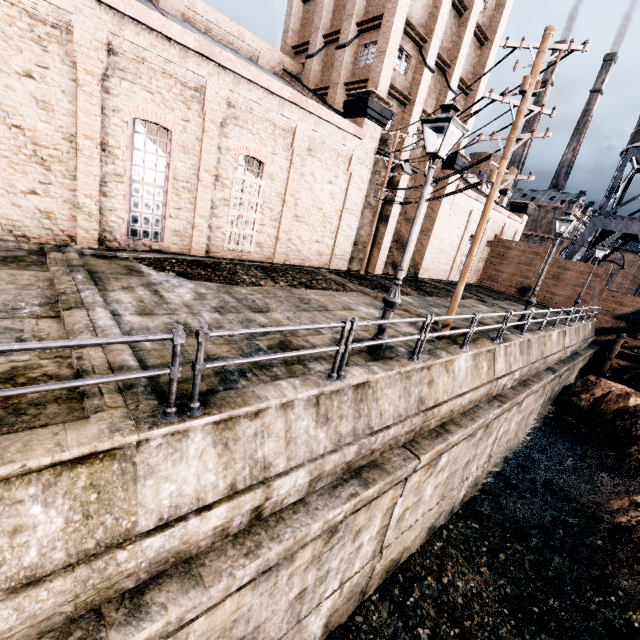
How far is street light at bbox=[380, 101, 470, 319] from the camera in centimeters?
662cm

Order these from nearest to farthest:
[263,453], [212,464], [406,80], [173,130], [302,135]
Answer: [212,464] → [263,453] → [173,130] → [302,135] → [406,80]

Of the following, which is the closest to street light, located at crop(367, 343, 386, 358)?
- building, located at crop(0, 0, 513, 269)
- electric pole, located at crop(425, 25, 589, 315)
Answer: electric pole, located at crop(425, 25, 589, 315)

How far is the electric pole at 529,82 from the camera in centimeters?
873cm

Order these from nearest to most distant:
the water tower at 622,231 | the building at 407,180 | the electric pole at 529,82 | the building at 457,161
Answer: the electric pole at 529,82
the building at 407,180
the building at 457,161
the water tower at 622,231

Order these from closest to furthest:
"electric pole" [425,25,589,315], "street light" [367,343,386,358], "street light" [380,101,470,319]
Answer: "street light" [380,101,470,319] → "street light" [367,343,386,358] → "electric pole" [425,25,589,315]

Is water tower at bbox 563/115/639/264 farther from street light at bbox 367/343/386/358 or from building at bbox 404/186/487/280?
street light at bbox 367/343/386/358

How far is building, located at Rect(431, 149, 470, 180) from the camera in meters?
25.3 m
